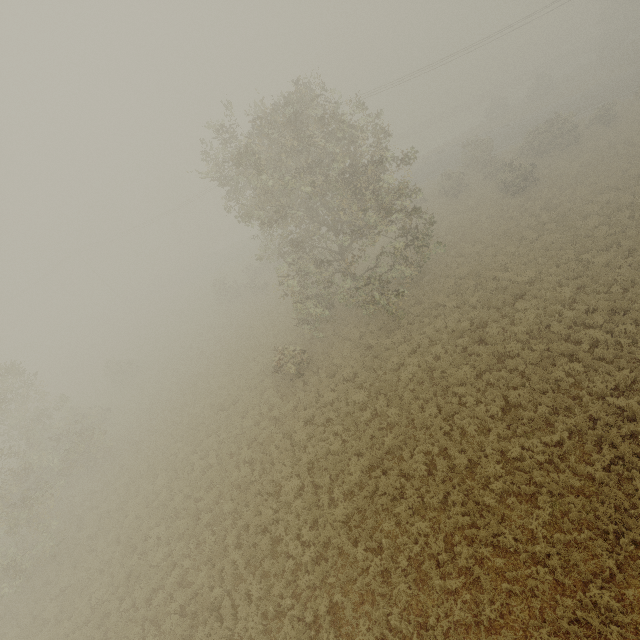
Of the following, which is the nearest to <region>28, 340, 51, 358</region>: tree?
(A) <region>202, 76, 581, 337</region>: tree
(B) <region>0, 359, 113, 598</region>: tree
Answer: (B) <region>0, 359, 113, 598</region>: tree

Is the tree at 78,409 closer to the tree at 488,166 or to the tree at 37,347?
the tree at 488,166

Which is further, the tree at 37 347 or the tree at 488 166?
the tree at 37 347

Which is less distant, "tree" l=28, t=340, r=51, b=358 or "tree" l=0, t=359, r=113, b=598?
"tree" l=0, t=359, r=113, b=598

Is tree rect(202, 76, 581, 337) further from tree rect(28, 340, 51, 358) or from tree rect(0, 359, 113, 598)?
tree rect(28, 340, 51, 358)

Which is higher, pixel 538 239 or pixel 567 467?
pixel 538 239
